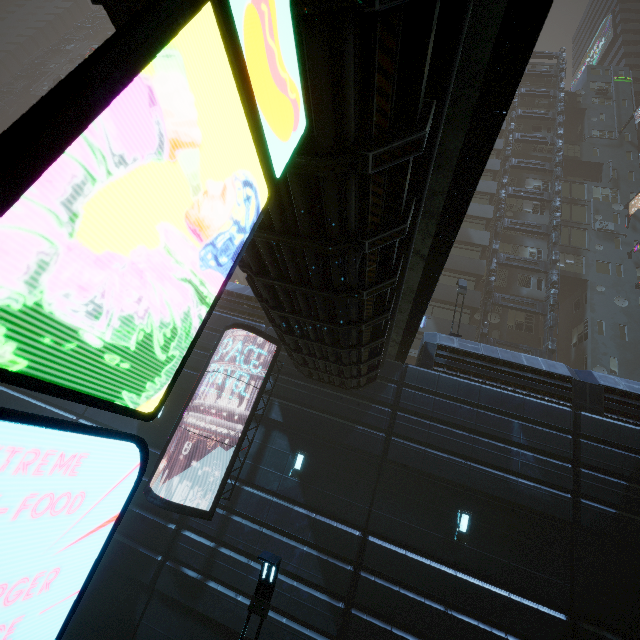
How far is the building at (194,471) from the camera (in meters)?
11.30

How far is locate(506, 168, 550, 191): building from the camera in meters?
32.2 m

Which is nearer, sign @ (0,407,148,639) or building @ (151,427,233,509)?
sign @ (0,407,148,639)

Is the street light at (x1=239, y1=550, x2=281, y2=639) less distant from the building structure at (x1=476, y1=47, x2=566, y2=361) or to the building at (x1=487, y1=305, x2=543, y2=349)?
the building at (x1=487, y1=305, x2=543, y2=349)

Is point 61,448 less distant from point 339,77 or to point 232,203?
point 232,203

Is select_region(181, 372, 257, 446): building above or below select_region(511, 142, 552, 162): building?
below

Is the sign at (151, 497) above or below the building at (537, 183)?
below

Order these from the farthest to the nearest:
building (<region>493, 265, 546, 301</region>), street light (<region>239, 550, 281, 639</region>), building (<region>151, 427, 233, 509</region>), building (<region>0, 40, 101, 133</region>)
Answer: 1. building (<region>0, 40, 101, 133</region>)
2. building (<region>493, 265, 546, 301</region>)
3. building (<region>151, 427, 233, 509</region>)
4. street light (<region>239, 550, 281, 639</region>)
